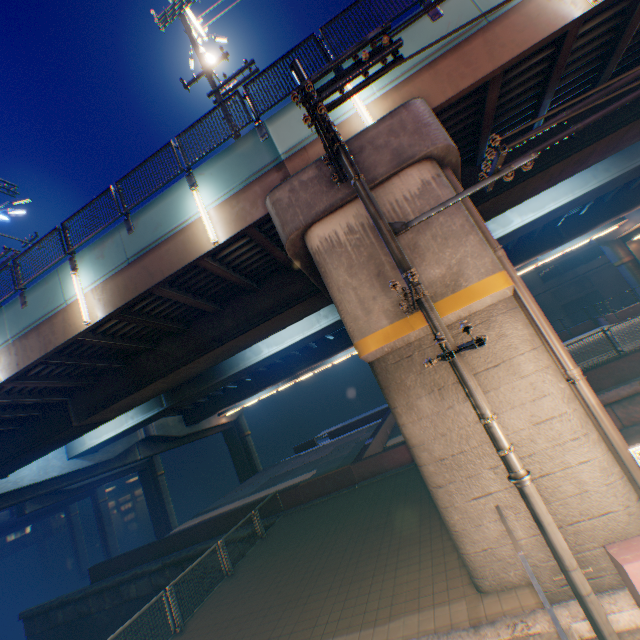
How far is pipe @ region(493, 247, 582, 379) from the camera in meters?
5.9 m

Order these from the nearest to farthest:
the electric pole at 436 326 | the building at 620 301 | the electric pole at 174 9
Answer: the electric pole at 436 326, the electric pole at 174 9, the building at 620 301

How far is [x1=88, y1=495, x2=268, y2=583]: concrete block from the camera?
17.0 meters

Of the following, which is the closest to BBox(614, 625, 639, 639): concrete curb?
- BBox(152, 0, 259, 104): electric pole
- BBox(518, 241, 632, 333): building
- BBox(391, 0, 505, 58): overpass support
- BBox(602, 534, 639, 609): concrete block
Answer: BBox(602, 534, 639, 609): concrete block

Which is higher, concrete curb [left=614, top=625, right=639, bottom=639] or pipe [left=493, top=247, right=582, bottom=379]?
pipe [left=493, top=247, right=582, bottom=379]

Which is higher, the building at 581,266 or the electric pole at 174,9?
the electric pole at 174,9

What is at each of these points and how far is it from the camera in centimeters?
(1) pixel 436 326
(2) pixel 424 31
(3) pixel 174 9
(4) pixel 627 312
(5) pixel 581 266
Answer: (1) electric pole, 458cm
(2) overpass support, 778cm
(3) electric pole, 1122cm
(4) concrete block, 2781cm
(5) building, 4128cm
